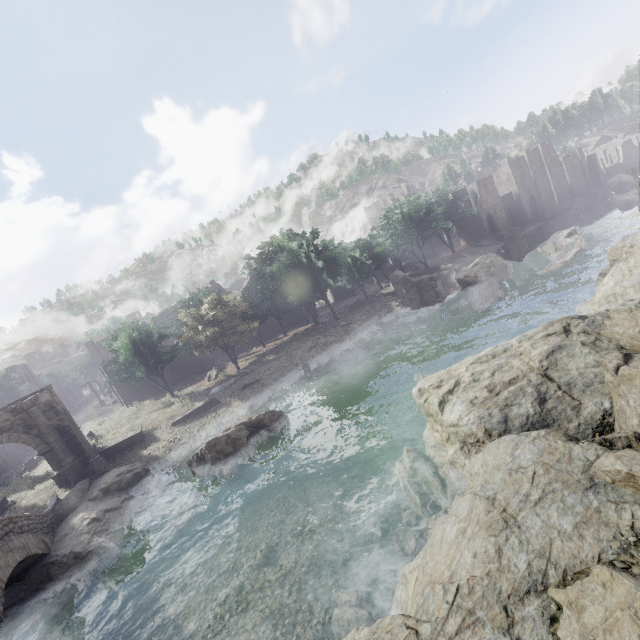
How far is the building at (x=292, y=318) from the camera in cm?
5300

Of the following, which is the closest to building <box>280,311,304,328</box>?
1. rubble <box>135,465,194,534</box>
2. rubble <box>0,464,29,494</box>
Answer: rubble <box>0,464,29,494</box>

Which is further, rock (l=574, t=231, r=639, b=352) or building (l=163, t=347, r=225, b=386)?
building (l=163, t=347, r=225, b=386)

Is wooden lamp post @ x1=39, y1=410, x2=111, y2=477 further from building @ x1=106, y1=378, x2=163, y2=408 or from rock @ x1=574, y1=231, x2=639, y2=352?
rock @ x1=574, y1=231, x2=639, y2=352

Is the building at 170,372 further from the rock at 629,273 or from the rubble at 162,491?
the rubble at 162,491

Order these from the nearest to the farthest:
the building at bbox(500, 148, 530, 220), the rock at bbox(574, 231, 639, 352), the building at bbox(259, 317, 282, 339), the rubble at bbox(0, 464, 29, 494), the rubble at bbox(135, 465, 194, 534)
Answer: the rock at bbox(574, 231, 639, 352), the rubble at bbox(135, 465, 194, 534), the rubble at bbox(0, 464, 29, 494), the building at bbox(259, 317, 282, 339), the building at bbox(500, 148, 530, 220)

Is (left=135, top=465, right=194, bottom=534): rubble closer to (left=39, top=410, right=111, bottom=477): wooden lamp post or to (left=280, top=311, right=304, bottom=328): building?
(left=39, top=410, right=111, bottom=477): wooden lamp post

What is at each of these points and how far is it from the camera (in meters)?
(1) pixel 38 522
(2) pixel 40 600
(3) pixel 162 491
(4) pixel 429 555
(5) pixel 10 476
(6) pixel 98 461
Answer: (1) bridge, 14.33
(2) rock, 12.74
(3) rubble, 18.47
(4) rock, 7.07
(5) rubble, 29.95
(6) wooden lamp post, 20.89
